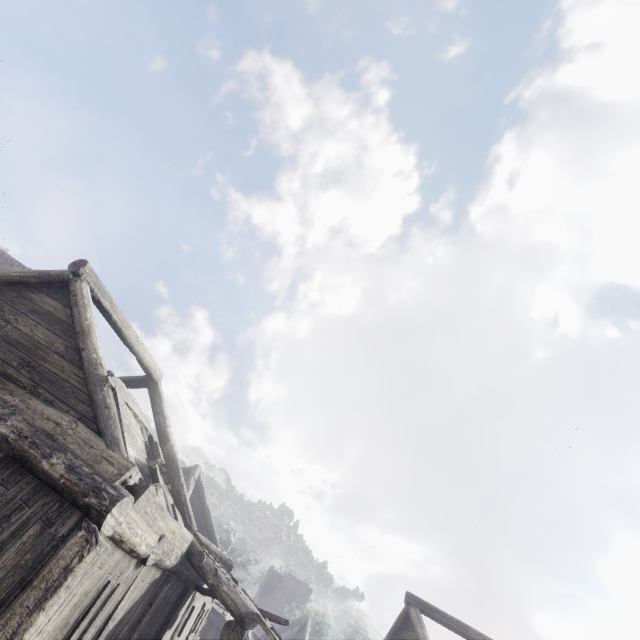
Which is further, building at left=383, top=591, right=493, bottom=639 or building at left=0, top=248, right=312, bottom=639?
building at left=383, top=591, right=493, bottom=639

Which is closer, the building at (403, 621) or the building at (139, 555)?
the building at (139, 555)

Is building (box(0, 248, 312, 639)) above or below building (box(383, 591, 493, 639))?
below

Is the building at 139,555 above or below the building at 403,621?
below

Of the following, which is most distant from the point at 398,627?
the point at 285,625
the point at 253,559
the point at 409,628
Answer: the point at 253,559
